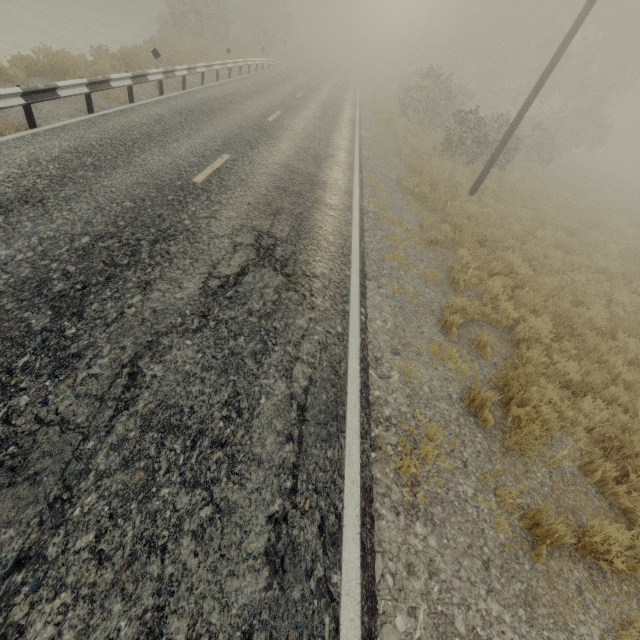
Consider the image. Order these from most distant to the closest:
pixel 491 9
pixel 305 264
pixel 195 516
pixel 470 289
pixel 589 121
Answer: pixel 491 9, pixel 589 121, pixel 470 289, pixel 305 264, pixel 195 516
